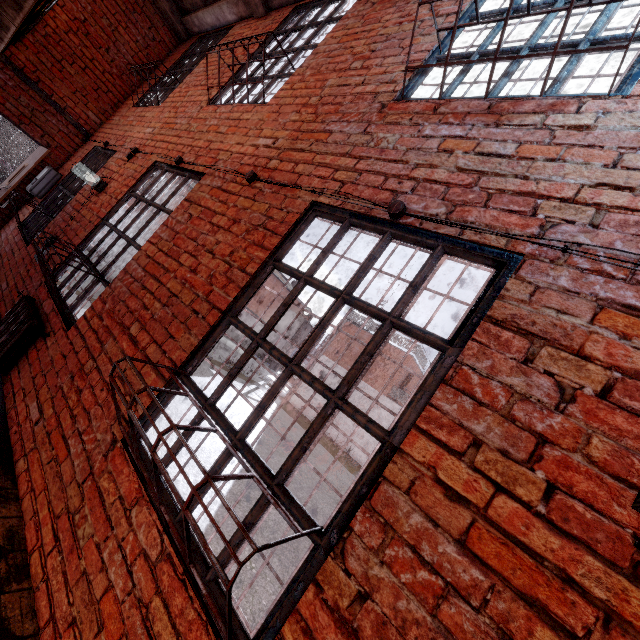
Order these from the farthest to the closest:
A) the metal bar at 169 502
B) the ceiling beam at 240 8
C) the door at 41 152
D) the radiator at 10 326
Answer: the door at 41 152 → the ceiling beam at 240 8 → the radiator at 10 326 → the metal bar at 169 502

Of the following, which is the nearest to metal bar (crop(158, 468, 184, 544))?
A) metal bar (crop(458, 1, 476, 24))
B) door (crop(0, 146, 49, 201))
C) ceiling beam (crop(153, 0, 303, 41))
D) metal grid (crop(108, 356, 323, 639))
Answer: metal grid (crop(108, 356, 323, 639))

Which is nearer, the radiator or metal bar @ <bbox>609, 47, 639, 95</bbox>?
metal bar @ <bbox>609, 47, 639, 95</bbox>

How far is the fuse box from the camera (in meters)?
5.70

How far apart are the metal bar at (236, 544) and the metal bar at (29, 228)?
4.56m

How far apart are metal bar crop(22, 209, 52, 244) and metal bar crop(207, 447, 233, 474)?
4.6m

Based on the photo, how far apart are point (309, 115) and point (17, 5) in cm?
284
